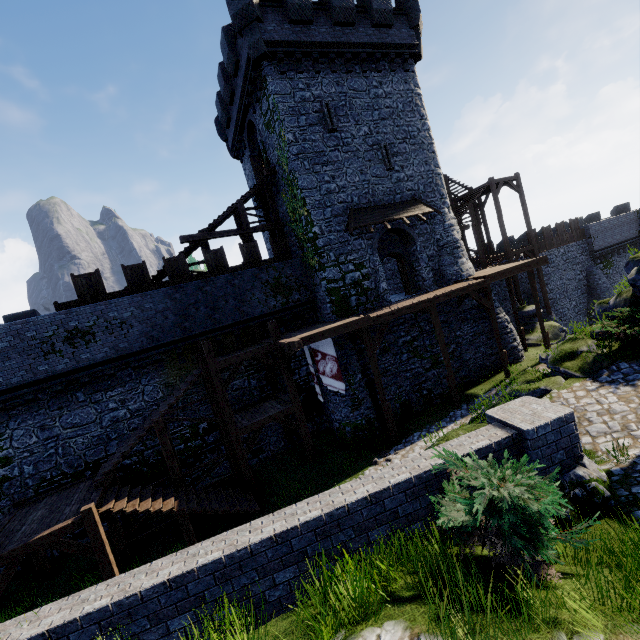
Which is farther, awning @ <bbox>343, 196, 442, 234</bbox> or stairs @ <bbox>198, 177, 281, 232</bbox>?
stairs @ <bbox>198, 177, 281, 232</bbox>

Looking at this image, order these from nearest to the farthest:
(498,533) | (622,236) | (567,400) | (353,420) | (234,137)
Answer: (498,533), (567,400), (353,420), (234,137), (622,236)

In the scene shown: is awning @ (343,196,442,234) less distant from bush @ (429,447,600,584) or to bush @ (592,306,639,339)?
bush @ (592,306,639,339)

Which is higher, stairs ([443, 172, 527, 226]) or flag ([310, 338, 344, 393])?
stairs ([443, 172, 527, 226])

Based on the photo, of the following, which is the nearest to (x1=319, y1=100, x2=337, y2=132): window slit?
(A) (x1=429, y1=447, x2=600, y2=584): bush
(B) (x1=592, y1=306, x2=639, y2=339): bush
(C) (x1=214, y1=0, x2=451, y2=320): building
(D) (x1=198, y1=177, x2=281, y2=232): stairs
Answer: (C) (x1=214, y1=0, x2=451, y2=320): building

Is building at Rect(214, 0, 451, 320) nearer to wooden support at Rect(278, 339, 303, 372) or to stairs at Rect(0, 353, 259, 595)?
wooden support at Rect(278, 339, 303, 372)

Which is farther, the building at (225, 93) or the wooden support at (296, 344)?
the building at (225, 93)

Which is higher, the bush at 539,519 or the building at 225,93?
the building at 225,93
